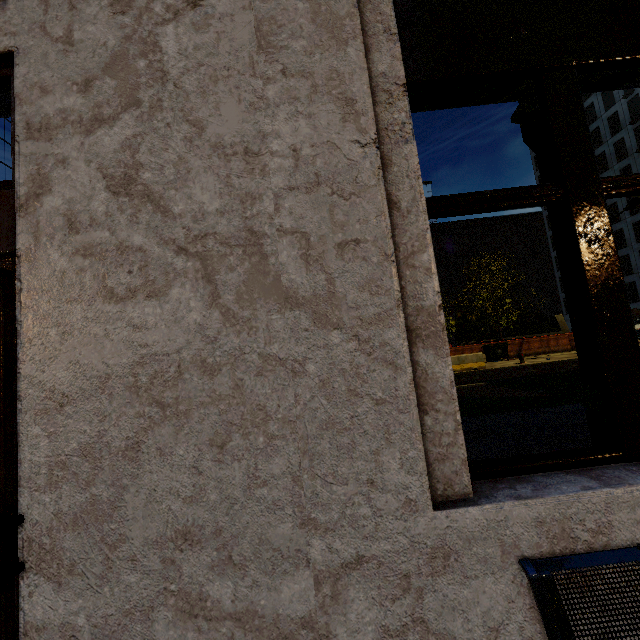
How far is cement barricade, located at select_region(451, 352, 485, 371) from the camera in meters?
17.0 m

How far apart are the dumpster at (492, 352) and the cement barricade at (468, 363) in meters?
4.4 m

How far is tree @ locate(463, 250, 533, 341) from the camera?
23.4 meters

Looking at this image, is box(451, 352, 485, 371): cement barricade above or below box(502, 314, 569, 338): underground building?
below

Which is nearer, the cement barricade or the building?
the building

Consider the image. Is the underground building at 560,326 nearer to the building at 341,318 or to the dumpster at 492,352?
the dumpster at 492,352

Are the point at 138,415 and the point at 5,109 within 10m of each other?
yes

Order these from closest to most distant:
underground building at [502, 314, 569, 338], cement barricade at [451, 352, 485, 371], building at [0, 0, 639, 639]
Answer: building at [0, 0, 639, 639] < cement barricade at [451, 352, 485, 371] < underground building at [502, 314, 569, 338]
